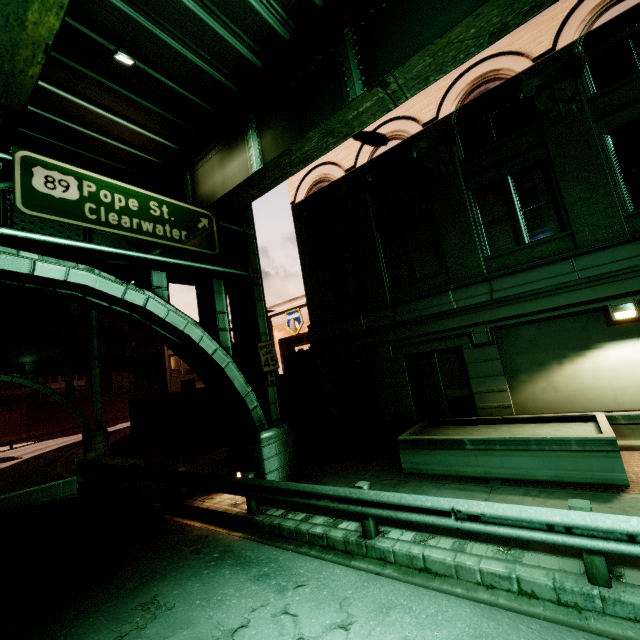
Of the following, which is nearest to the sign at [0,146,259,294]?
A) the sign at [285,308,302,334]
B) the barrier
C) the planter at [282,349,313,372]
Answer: the planter at [282,349,313,372]

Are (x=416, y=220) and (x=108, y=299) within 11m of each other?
yes

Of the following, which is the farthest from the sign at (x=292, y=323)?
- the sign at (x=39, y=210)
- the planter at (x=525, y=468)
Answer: the planter at (x=525, y=468)

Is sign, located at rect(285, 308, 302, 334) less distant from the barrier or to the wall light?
the barrier

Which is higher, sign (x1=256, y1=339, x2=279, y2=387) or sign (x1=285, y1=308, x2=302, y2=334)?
sign (x1=285, y1=308, x2=302, y2=334)

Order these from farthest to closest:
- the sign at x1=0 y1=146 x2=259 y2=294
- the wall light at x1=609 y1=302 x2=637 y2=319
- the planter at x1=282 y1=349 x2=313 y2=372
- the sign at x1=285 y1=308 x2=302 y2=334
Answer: the sign at x1=285 y1=308 x2=302 y2=334 → the planter at x1=282 y1=349 x2=313 y2=372 → the wall light at x1=609 y1=302 x2=637 y2=319 → the sign at x1=0 y1=146 x2=259 y2=294

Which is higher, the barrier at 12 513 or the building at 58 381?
the building at 58 381

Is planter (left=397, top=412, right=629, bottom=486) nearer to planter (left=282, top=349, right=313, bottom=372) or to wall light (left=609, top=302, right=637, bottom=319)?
wall light (left=609, top=302, right=637, bottom=319)
